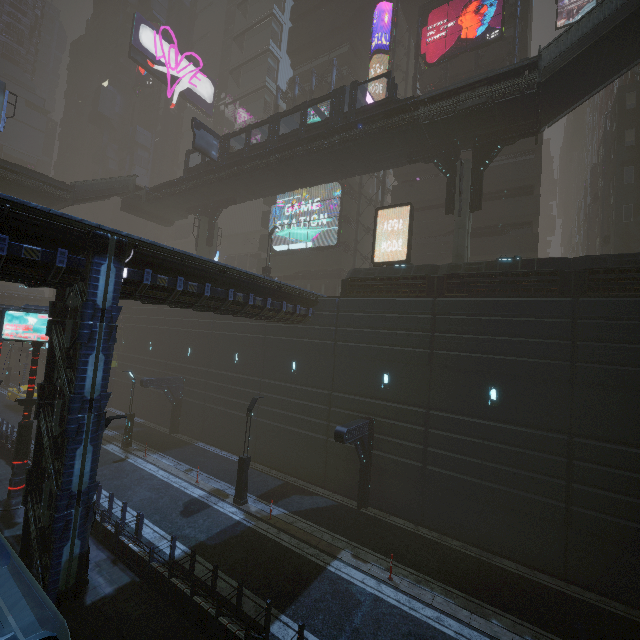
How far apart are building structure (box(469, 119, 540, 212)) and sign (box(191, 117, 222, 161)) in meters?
21.0 m

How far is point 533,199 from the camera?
24.53m

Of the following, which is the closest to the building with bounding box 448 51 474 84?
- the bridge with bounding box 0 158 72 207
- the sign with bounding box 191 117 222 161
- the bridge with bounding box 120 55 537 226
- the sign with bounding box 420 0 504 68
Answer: the sign with bounding box 420 0 504 68

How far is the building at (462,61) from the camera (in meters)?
29.23

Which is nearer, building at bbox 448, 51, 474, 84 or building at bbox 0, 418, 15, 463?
building at bbox 0, 418, 15, 463

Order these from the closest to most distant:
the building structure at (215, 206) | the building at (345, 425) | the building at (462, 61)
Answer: the building at (345, 425) → the building at (462, 61) → the building structure at (215, 206)

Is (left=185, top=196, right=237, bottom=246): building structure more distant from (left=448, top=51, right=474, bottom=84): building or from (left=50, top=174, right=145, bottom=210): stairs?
(left=50, top=174, right=145, bottom=210): stairs

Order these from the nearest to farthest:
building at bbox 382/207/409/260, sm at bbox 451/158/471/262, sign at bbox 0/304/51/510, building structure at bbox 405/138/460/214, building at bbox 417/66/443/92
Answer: sign at bbox 0/304/51/510
sm at bbox 451/158/471/262
building structure at bbox 405/138/460/214
building at bbox 382/207/409/260
building at bbox 417/66/443/92
